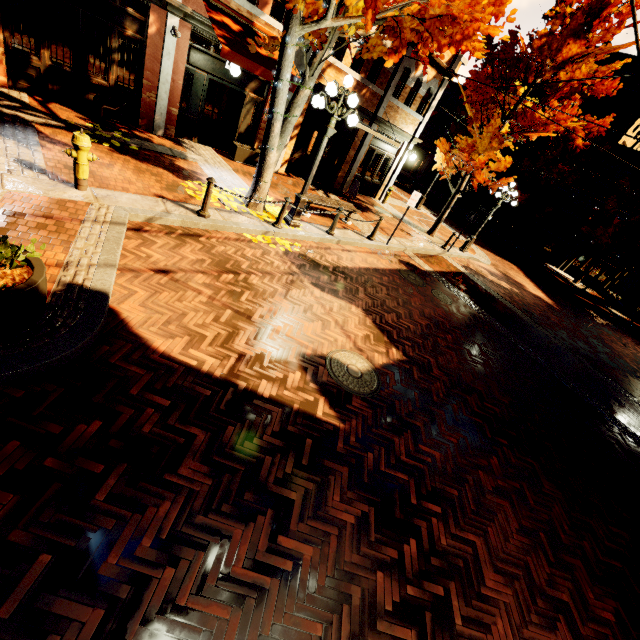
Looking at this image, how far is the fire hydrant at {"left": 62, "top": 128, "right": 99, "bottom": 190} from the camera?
5.4m

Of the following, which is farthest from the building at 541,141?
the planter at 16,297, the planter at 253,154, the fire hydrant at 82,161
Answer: the planter at 253,154

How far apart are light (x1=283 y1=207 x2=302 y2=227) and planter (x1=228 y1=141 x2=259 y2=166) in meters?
4.3

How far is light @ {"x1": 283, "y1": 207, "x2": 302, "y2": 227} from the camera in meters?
8.8 m

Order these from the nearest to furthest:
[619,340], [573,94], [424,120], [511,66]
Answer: [511,66], [573,94], [424,120], [619,340]

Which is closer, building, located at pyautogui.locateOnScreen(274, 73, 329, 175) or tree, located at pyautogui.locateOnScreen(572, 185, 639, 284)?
building, located at pyautogui.locateOnScreen(274, 73, 329, 175)

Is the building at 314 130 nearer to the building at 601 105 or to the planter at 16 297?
the planter at 16 297
